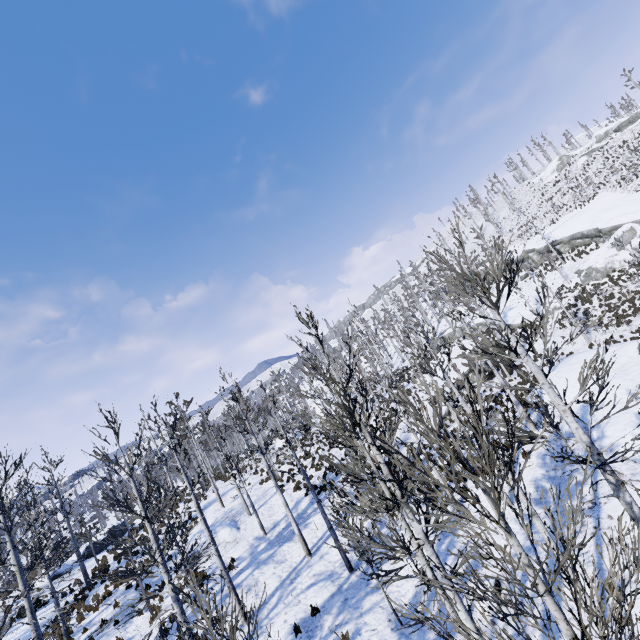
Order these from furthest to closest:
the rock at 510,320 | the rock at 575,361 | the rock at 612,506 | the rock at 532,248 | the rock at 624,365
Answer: the rock at 532,248
the rock at 510,320
the rock at 575,361
the rock at 624,365
the rock at 612,506

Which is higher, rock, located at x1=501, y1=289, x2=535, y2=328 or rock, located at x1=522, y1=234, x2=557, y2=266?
rock, located at x1=522, y1=234, x2=557, y2=266

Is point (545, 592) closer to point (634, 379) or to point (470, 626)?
point (470, 626)

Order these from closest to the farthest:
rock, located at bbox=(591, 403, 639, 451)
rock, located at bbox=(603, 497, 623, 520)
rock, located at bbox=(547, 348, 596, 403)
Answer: rock, located at bbox=(603, 497, 623, 520)
rock, located at bbox=(591, 403, 639, 451)
rock, located at bbox=(547, 348, 596, 403)

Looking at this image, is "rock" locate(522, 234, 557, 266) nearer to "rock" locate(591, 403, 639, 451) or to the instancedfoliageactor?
"rock" locate(591, 403, 639, 451)

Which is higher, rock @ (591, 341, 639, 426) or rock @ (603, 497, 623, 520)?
rock @ (591, 341, 639, 426)

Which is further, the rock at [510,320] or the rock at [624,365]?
the rock at [510,320]

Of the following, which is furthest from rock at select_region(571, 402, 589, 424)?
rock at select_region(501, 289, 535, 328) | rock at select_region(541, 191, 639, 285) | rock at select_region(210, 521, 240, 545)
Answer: rock at select_region(210, 521, 240, 545)
